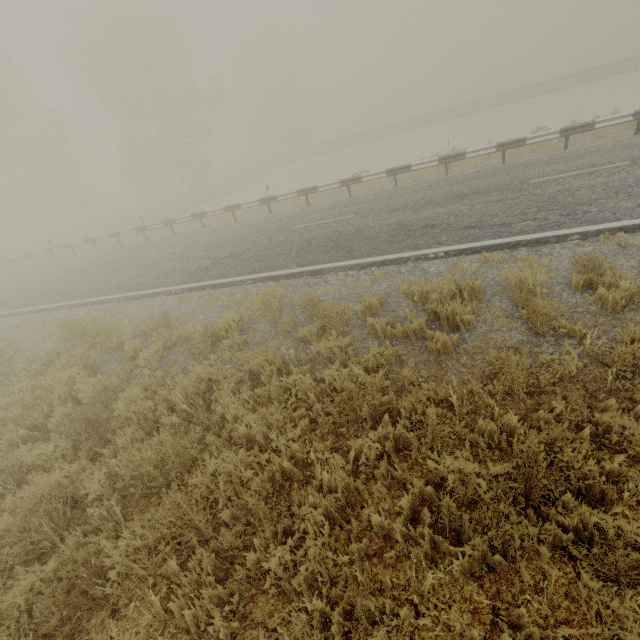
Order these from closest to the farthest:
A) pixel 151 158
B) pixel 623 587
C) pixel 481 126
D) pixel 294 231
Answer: pixel 623 587 < pixel 294 231 < pixel 481 126 < pixel 151 158

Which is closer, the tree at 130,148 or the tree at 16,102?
the tree at 130,148

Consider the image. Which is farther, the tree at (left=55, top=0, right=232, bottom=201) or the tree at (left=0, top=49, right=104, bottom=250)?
the tree at (left=0, top=49, right=104, bottom=250)
